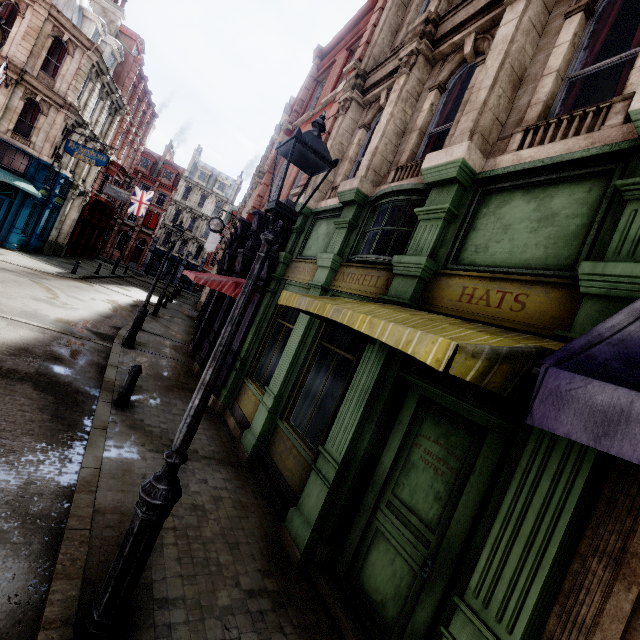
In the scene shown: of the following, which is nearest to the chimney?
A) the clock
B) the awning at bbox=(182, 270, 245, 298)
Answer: the clock

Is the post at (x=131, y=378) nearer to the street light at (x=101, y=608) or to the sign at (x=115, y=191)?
the street light at (x=101, y=608)

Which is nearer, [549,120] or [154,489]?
[154,489]

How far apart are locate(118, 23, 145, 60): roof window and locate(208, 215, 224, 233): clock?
20.7m

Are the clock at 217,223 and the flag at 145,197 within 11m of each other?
no

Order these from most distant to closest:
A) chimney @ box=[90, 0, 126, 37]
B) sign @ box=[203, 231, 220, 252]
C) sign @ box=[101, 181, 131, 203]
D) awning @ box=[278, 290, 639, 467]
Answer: sign @ box=[203, 231, 220, 252] → sign @ box=[101, 181, 131, 203] → chimney @ box=[90, 0, 126, 37] → awning @ box=[278, 290, 639, 467]

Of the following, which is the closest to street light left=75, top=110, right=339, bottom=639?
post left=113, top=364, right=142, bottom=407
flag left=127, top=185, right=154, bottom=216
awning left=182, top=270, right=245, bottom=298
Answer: post left=113, top=364, right=142, bottom=407

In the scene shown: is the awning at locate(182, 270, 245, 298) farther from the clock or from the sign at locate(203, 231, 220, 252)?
the sign at locate(203, 231, 220, 252)
